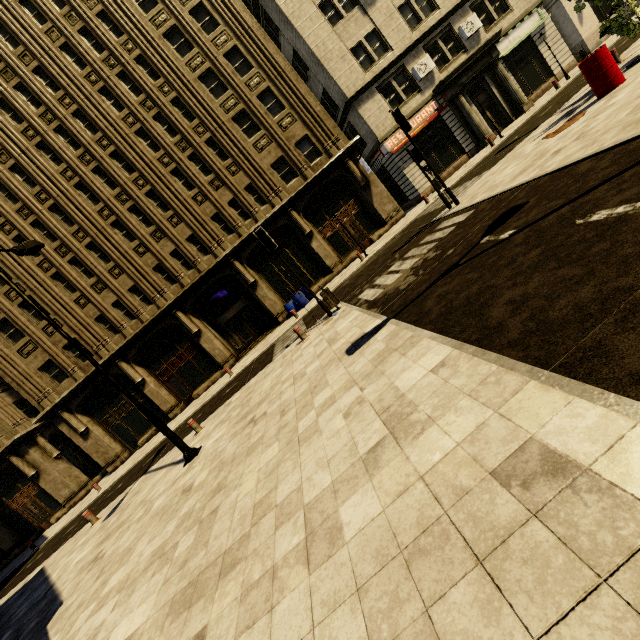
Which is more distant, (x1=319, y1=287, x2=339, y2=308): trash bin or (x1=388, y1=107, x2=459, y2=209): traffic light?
(x1=319, y1=287, x2=339, y2=308): trash bin

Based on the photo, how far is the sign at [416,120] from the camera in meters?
20.9

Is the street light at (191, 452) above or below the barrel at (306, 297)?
below

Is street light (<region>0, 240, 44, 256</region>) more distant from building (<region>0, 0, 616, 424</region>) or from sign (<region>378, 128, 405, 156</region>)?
sign (<region>378, 128, 405, 156</region>)

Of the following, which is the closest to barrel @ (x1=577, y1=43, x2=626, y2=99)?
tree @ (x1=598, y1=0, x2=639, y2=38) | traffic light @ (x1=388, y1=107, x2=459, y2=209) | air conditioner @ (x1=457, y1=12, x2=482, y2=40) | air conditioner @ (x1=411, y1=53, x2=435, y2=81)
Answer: tree @ (x1=598, y1=0, x2=639, y2=38)

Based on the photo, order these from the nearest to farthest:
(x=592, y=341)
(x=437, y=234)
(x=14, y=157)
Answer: (x=592, y=341), (x=437, y=234), (x=14, y=157)

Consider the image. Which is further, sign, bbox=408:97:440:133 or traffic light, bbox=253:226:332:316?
sign, bbox=408:97:440:133

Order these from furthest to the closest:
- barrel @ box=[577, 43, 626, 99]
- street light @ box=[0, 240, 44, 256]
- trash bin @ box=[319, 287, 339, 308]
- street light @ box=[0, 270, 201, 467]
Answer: trash bin @ box=[319, 287, 339, 308]
street light @ box=[0, 240, 44, 256]
barrel @ box=[577, 43, 626, 99]
street light @ box=[0, 270, 201, 467]
